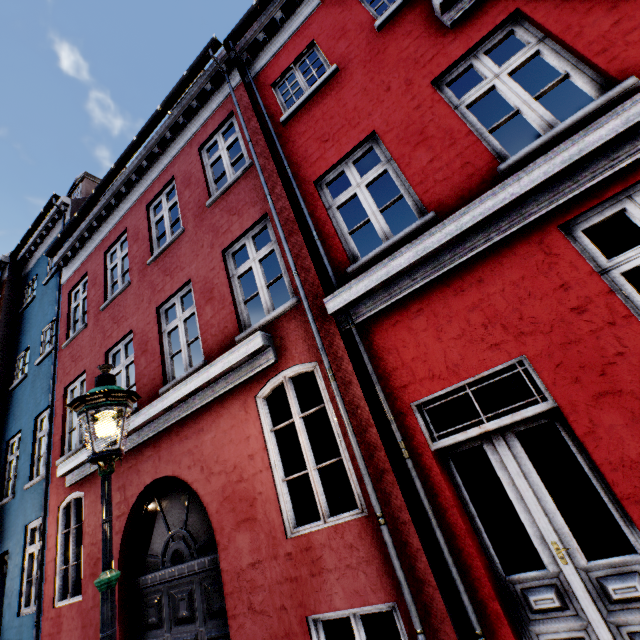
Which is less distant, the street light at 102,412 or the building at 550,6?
the street light at 102,412

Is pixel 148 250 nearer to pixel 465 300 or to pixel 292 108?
pixel 292 108

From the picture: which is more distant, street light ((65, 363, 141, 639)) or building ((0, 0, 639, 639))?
building ((0, 0, 639, 639))
